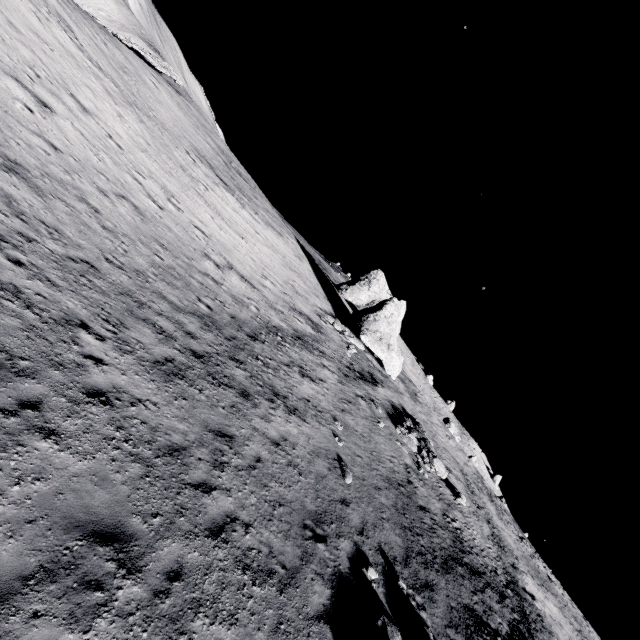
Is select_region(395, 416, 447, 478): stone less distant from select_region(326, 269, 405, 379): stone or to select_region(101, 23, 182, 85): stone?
select_region(326, 269, 405, 379): stone

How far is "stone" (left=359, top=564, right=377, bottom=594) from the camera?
9.3m

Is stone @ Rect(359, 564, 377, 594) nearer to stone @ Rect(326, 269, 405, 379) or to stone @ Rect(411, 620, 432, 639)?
stone @ Rect(411, 620, 432, 639)

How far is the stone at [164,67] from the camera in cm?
2958

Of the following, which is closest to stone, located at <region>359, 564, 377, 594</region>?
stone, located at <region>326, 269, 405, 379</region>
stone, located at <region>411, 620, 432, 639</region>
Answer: stone, located at <region>411, 620, 432, 639</region>

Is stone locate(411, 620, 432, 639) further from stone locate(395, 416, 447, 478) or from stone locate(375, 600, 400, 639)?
stone locate(395, 416, 447, 478)

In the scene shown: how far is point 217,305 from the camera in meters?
15.1 m

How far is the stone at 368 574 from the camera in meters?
9.3
